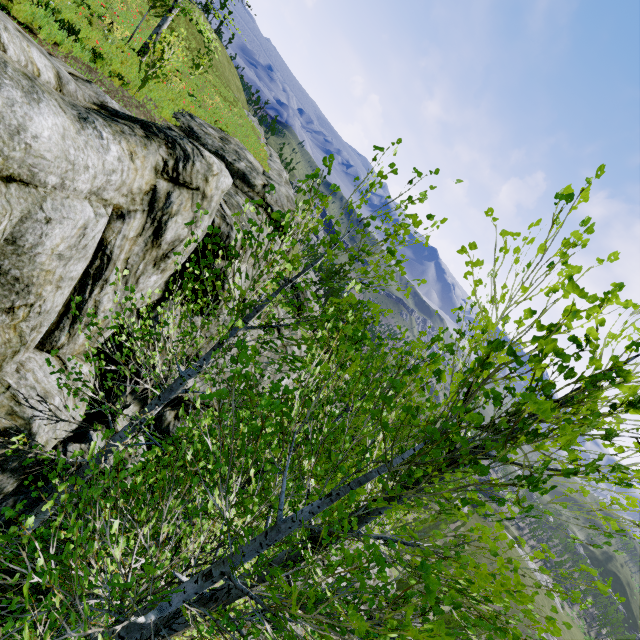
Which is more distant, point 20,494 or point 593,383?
point 20,494

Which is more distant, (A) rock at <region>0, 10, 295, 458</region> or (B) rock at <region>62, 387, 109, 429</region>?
(B) rock at <region>62, 387, 109, 429</region>

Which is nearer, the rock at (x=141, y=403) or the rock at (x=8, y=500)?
the rock at (x=8, y=500)

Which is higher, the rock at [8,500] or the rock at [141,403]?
the rock at [141,403]

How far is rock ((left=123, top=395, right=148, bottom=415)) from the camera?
8.99m

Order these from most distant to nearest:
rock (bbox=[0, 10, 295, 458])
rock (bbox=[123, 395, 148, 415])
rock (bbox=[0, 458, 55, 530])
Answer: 1. rock (bbox=[123, 395, 148, 415])
2. rock (bbox=[0, 458, 55, 530])
3. rock (bbox=[0, 10, 295, 458])
